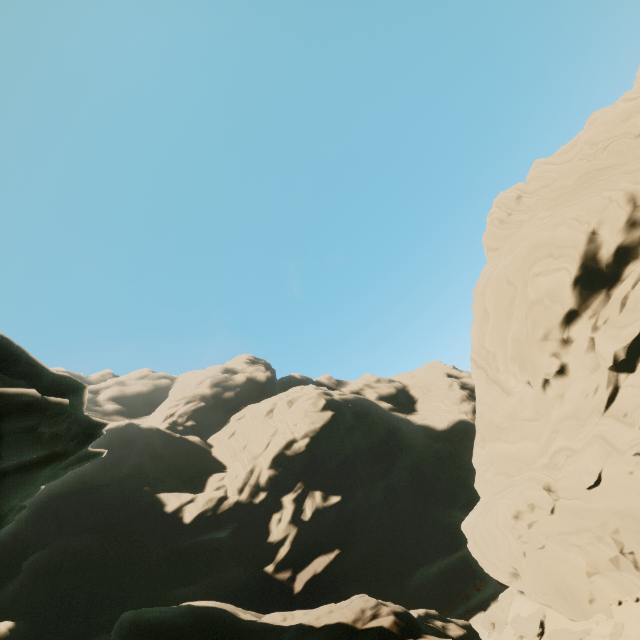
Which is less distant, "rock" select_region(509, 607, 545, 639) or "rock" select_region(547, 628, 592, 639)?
"rock" select_region(547, 628, 592, 639)

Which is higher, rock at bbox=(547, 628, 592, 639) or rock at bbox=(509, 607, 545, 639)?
rock at bbox=(509, 607, 545, 639)

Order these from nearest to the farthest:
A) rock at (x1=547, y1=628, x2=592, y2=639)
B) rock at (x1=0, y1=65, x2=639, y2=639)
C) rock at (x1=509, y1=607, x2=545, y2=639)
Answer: rock at (x1=0, y1=65, x2=639, y2=639)
rock at (x1=547, y1=628, x2=592, y2=639)
rock at (x1=509, y1=607, x2=545, y2=639)

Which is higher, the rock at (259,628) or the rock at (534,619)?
the rock at (259,628)

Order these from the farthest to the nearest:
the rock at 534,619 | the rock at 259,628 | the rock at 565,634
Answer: the rock at 534,619
the rock at 565,634
the rock at 259,628

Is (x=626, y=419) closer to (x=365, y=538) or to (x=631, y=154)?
(x=631, y=154)
